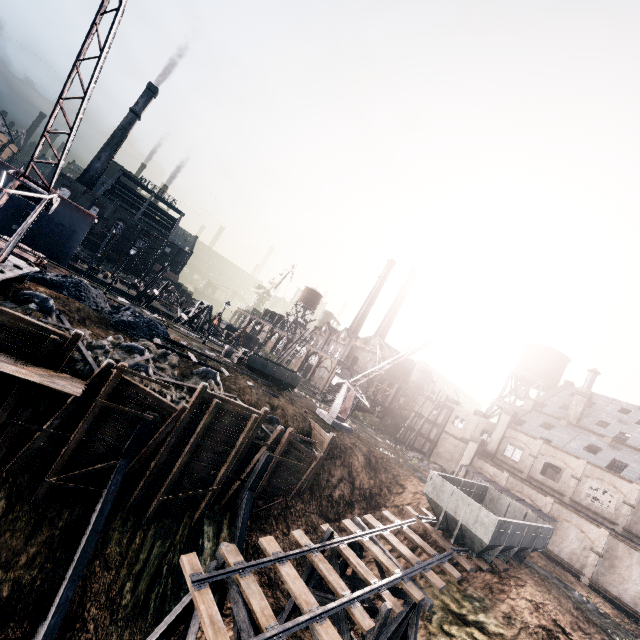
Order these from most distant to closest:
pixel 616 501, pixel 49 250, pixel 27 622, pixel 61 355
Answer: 1. pixel 49 250
2. pixel 616 501
3. pixel 61 355
4. pixel 27 622

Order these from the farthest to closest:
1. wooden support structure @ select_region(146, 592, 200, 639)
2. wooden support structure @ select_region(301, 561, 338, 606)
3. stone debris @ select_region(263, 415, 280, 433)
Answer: stone debris @ select_region(263, 415, 280, 433), wooden support structure @ select_region(301, 561, 338, 606), wooden support structure @ select_region(146, 592, 200, 639)

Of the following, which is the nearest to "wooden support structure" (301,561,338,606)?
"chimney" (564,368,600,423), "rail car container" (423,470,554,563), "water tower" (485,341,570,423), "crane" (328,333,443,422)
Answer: "rail car container" (423,470,554,563)

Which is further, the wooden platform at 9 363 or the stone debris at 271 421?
the stone debris at 271 421

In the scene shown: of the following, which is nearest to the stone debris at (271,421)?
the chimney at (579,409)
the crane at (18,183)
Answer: the crane at (18,183)

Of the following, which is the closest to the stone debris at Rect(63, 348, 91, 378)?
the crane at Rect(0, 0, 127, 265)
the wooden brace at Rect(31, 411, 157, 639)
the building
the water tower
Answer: the wooden brace at Rect(31, 411, 157, 639)

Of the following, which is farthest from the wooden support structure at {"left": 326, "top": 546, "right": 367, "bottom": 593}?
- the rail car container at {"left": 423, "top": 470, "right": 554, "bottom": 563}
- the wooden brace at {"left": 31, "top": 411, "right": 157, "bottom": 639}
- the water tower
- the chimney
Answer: the water tower

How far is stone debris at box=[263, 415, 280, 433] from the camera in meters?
23.3
